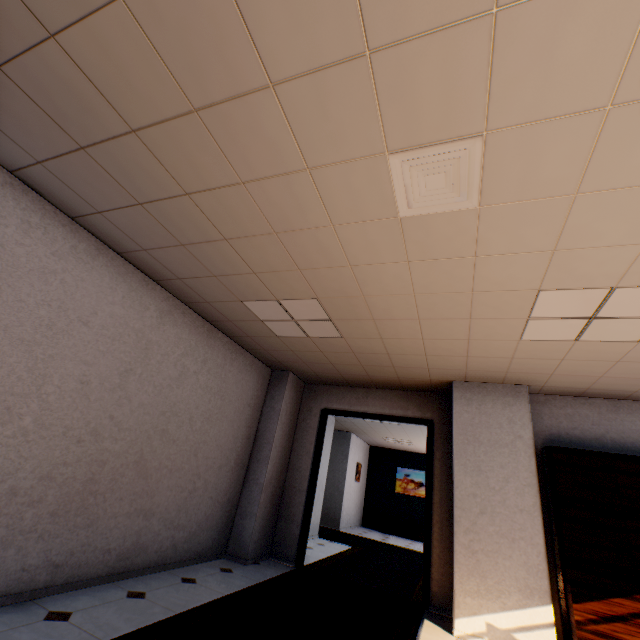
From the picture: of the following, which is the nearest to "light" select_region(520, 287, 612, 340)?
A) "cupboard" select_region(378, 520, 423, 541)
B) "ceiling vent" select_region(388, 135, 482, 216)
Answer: "ceiling vent" select_region(388, 135, 482, 216)

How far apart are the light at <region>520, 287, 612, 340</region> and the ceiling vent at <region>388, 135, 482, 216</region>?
1.25m

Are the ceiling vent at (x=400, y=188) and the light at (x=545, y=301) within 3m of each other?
yes

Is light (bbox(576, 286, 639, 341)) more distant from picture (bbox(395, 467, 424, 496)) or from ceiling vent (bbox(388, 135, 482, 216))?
picture (bbox(395, 467, 424, 496))

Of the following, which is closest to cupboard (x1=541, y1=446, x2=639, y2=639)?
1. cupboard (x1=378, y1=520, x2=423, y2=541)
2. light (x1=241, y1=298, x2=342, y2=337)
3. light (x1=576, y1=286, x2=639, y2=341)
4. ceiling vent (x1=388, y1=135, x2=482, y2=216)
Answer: light (x1=576, y1=286, x2=639, y2=341)

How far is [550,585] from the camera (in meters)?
3.83

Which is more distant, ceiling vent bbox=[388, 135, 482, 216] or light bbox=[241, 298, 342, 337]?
light bbox=[241, 298, 342, 337]

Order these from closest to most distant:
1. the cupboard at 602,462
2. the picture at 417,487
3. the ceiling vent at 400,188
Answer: the ceiling vent at 400,188, the cupboard at 602,462, the picture at 417,487
